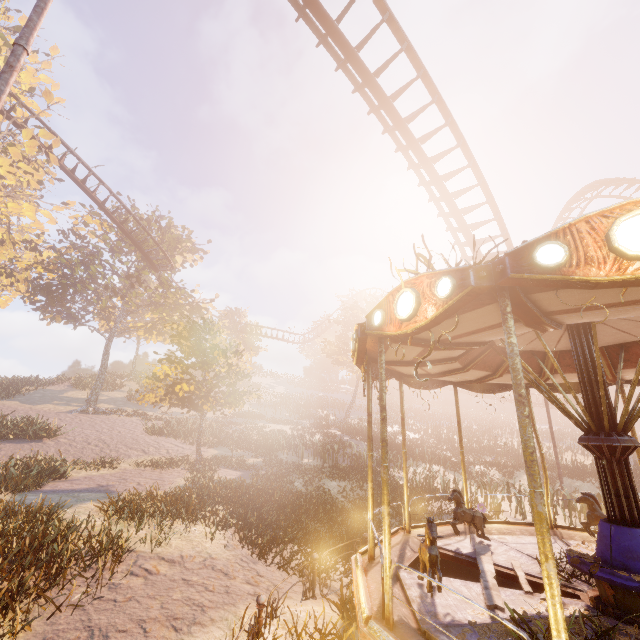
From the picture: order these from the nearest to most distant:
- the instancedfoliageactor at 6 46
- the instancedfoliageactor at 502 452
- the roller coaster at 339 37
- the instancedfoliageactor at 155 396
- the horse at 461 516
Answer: Answer: the instancedfoliageactor at 155 396 → the horse at 461 516 → the roller coaster at 339 37 → the instancedfoliageactor at 502 452 → the instancedfoliageactor at 6 46

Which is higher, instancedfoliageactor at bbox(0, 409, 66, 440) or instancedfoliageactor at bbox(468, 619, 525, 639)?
instancedfoliageactor at bbox(0, 409, 66, 440)

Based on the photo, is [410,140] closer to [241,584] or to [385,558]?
[385,558]

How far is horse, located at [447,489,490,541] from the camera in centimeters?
664cm

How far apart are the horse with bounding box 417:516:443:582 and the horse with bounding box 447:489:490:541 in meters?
2.0

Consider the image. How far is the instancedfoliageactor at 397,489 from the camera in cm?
1323

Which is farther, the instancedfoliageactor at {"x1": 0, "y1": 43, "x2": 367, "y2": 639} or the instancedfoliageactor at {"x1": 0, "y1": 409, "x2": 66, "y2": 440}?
the instancedfoliageactor at {"x1": 0, "y1": 409, "x2": 66, "y2": 440}

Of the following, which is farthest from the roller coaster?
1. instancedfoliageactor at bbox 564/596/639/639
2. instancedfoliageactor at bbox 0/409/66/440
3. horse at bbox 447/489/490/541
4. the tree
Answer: instancedfoliageactor at bbox 0/409/66/440
